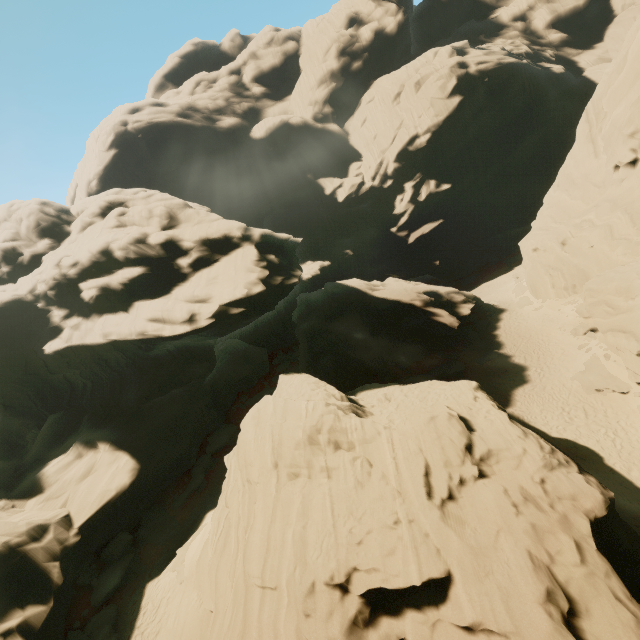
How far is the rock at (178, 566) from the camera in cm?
1726

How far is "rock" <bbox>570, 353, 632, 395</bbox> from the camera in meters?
19.9 m

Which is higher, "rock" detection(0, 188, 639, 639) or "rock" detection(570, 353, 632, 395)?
"rock" detection(0, 188, 639, 639)

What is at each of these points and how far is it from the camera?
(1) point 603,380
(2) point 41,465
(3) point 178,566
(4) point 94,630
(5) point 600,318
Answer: (1) rock, 20.7 meters
(2) rock, 22.9 meters
(3) rock, 18.0 meters
(4) rock, 15.8 meters
(5) rock, 22.7 meters

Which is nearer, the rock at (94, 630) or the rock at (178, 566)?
the rock at (94, 630)

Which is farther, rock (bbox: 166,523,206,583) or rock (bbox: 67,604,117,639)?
rock (bbox: 166,523,206,583)
